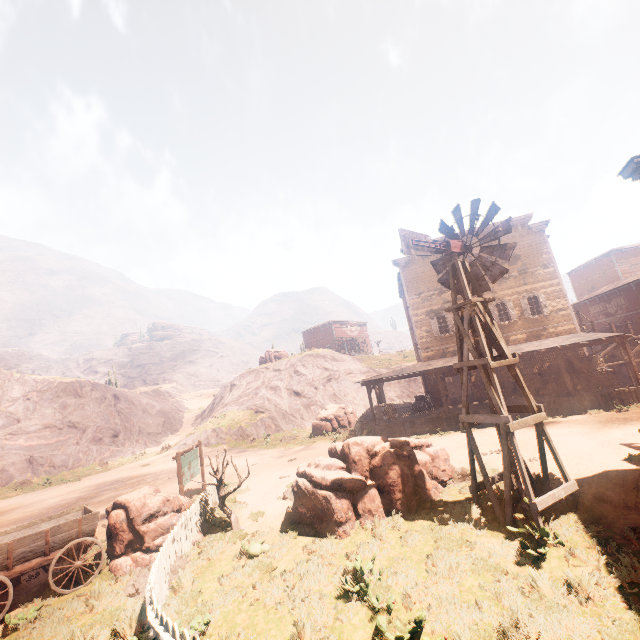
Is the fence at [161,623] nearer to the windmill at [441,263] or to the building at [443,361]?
the building at [443,361]

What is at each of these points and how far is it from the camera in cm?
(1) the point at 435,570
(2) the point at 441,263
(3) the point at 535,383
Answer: (1) z, 624
(2) windmill, 1036
(3) wooden box, 1934

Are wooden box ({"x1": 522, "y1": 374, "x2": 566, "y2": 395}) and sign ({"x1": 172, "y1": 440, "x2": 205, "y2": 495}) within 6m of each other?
no

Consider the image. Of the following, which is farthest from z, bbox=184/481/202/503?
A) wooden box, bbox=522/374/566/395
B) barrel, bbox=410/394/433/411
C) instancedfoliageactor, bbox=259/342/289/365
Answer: barrel, bbox=410/394/433/411

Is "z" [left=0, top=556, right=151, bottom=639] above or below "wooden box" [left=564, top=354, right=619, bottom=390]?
below

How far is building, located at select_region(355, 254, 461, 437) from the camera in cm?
1880

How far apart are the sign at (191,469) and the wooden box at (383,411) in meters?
11.4 m

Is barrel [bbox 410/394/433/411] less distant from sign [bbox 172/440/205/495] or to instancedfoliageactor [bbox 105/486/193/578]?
sign [bbox 172/440/205/495]
